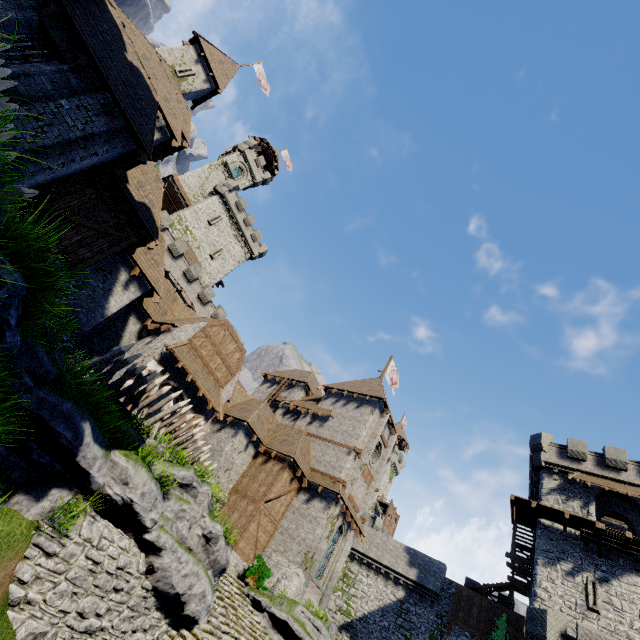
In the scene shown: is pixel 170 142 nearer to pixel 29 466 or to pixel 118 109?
pixel 118 109

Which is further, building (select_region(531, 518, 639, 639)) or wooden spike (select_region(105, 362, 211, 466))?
building (select_region(531, 518, 639, 639))

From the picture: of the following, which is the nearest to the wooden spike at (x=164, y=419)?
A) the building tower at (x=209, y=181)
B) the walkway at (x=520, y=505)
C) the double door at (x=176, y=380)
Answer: the double door at (x=176, y=380)

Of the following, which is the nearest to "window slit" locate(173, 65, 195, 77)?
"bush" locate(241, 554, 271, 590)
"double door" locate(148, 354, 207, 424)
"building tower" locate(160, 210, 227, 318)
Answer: "building tower" locate(160, 210, 227, 318)

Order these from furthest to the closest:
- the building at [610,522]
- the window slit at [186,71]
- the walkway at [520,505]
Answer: the building at [610,522], the window slit at [186,71], the walkway at [520,505]

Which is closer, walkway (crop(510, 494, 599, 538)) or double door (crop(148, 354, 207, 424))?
double door (crop(148, 354, 207, 424))

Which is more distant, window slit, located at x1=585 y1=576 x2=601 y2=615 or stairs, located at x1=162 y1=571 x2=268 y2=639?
window slit, located at x1=585 y1=576 x2=601 y2=615

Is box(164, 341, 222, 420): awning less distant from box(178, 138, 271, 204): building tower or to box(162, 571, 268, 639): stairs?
box(162, 571, 268, 639): stairs
